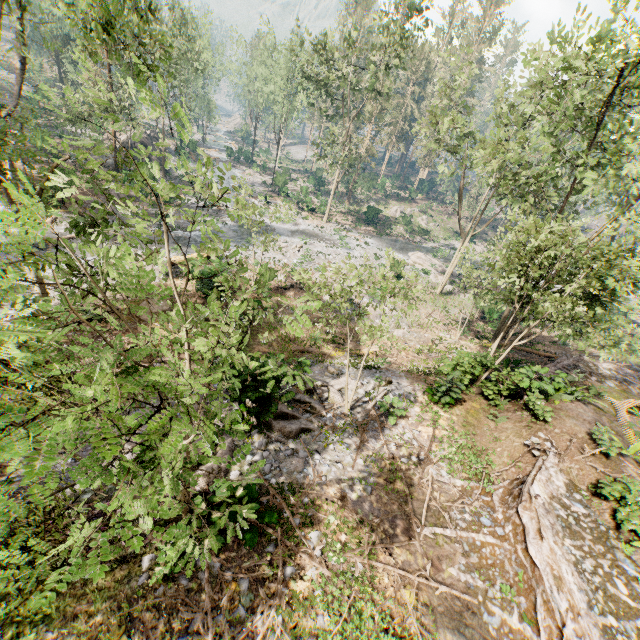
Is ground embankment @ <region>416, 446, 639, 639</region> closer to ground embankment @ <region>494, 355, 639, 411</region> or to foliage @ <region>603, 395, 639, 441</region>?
foliage @ <region>603, 395, 639, 441</region>

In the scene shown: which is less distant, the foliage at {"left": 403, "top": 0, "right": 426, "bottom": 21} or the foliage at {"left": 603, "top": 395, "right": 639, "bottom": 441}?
the foliage at {"left": 603, "top": 395, "right": 639, "bottom": 441}

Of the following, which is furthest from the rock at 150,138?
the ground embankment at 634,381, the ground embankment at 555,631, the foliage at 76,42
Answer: the ground embankment at 634,381

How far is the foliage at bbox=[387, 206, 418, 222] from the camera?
48.8m

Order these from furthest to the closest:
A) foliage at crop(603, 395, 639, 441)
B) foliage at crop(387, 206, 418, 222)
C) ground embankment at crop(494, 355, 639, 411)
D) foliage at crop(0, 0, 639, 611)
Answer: foliage at crop(387, 206, 418, 222), ground embankment at crop(494, 355, 639, 411), foliage at crop(603, 395, 639, 441), foliage at crop(0, 0, 639, 611)

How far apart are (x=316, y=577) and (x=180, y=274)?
19.5 meters

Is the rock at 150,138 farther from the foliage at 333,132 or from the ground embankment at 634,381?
the ground embankment at 634,381
